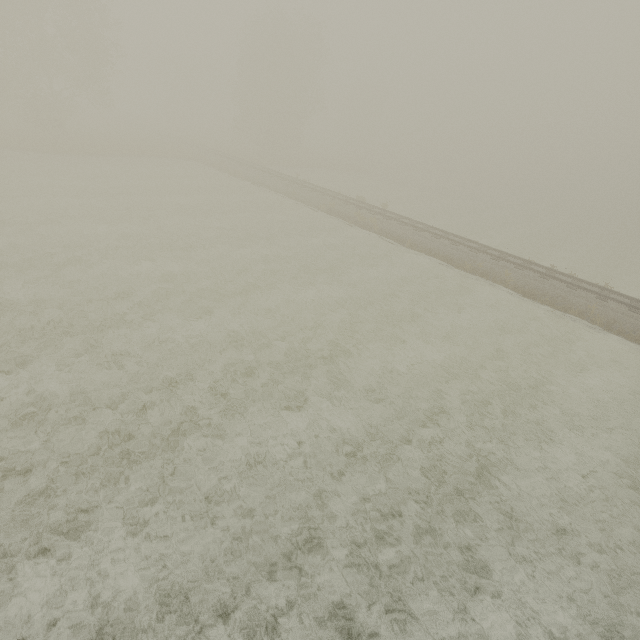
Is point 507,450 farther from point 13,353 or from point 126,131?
point 126,131
